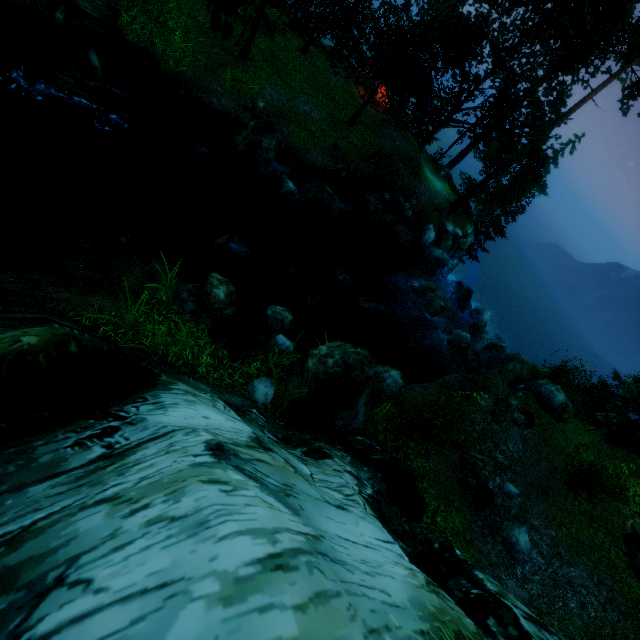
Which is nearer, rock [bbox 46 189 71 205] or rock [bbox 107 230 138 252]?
rock [bbox 107 230 138 252]

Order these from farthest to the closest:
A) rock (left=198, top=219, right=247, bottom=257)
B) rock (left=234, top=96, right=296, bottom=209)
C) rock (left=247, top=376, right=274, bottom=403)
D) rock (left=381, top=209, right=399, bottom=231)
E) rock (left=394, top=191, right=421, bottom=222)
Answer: rock (left=394, top=191, right=421, bottom=222), rock (left=381, top=209, right=399, bottom=231), rock (left=234, top=96, right=296, bottom=209), rock (left=198, top=219, right=247, bottom=257), rock (left=247, top=376, right=274, bottom=403)

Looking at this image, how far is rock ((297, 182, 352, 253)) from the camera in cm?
1605

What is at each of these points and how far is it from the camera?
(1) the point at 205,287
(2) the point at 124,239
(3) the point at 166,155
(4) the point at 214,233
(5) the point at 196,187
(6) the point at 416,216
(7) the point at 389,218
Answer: (1) rock, 8.59m
(2) rock, 8.30m
(3) rock, 12.18m
(4) rock, 11.64m
(5) rock, 12.46m
(6) rock, 22.95m
(7) rock, 21.41m

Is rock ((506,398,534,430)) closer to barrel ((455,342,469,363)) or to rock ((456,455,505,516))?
rock ((456,455,505,516))

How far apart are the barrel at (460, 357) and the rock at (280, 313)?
10.70m

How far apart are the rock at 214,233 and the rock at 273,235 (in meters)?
2.50

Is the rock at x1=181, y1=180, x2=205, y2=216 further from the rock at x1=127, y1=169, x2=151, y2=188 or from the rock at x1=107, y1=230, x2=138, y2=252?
the rock at x1=107, y1=230, x2=138, y2=252
